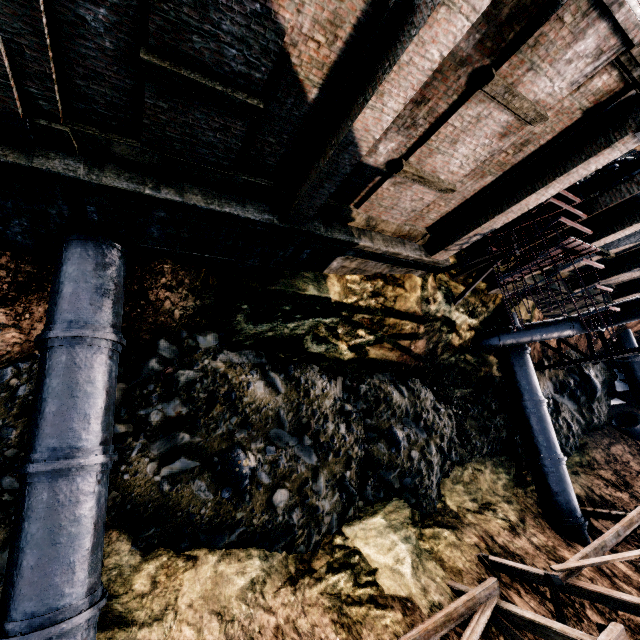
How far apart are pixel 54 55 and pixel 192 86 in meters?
2.2

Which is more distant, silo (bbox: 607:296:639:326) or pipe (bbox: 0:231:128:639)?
silo (bbox: 607:296:639:326)

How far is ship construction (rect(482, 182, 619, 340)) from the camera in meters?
10.3 m

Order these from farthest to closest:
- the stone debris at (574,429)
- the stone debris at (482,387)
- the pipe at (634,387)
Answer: Result: the pipe at (634,387) → the stone debris at (574,429) → the stone debris at (482,387)

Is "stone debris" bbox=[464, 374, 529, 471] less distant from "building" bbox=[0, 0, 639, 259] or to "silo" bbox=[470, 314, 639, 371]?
"silo" bbox=[470, 314, 639, 371]

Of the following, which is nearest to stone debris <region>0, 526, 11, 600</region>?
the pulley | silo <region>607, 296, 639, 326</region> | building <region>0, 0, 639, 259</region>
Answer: silo <region>607, 296, 639, 326</region>

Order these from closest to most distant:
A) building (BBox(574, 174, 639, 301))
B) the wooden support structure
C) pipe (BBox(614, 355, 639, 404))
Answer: building (BBox(574, 174, 639, 301)), the wooden support structure, pipe (BBox(614, 355, 639, 404))

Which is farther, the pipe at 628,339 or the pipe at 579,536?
the pipe at 628,339
